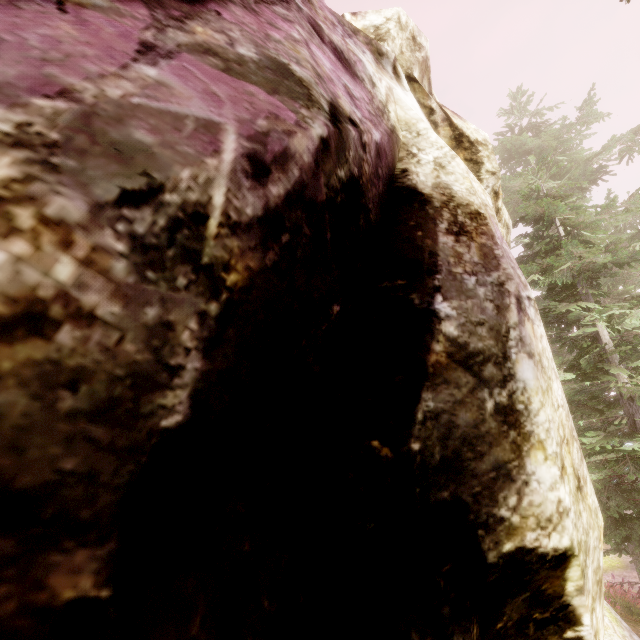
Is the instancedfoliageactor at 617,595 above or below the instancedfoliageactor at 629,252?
below

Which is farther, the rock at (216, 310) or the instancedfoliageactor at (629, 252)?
the instancedfoliageactor at (629, 252)

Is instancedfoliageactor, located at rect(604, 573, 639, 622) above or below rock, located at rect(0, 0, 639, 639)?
below

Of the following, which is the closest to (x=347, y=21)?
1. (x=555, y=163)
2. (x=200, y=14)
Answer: (x=200, y=14)

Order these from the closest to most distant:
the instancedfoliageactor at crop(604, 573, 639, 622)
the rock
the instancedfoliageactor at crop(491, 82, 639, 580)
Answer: the rock → the instancedfoliageactor at crop(491, 82, 639, 580) → the instancedfoliageactor at crop(604, 573, 639, 622)

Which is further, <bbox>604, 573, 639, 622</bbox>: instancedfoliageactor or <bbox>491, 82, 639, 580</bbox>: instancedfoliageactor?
<bbox>604, 573, 639, 622</bbox>: instancedfoliageactor

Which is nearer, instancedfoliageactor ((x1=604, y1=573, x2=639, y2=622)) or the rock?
the rock
